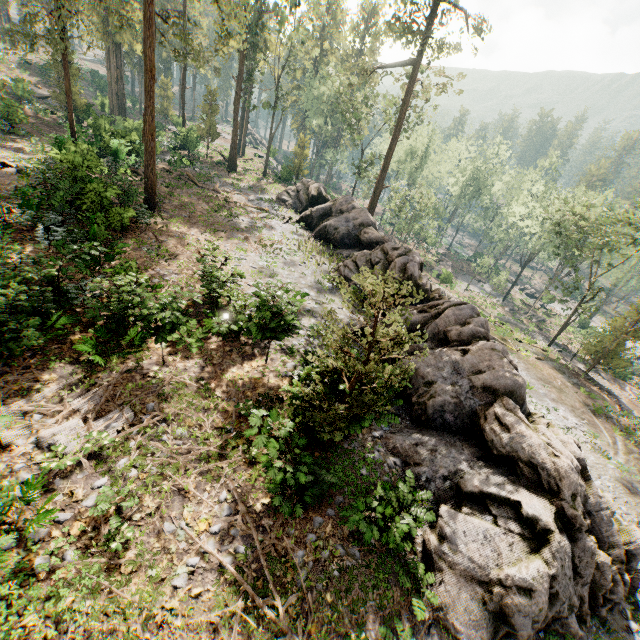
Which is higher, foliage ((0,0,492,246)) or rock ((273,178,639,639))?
foliage ((0,0,492,246))

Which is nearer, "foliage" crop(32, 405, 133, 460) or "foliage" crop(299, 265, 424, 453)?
"foliage" crop(299, 265, 424, 453)

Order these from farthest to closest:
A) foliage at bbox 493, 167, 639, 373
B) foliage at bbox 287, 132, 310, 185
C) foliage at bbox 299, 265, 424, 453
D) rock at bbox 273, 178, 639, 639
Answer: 1. foliage at bbox 287, 132, 310, 185
2. foliage at bbox 493, 167, 639, 373
3. rock at bbox 273, 178, 639, 639
4. foliage at bbox 299, 265, 424, 453

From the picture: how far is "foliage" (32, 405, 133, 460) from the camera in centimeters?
786cm

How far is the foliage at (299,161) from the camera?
40.6m

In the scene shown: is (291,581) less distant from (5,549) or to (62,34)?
(5,549)

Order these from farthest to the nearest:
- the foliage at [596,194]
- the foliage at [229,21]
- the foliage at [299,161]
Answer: the foliage at [299,161]
the foliage at [596,194]
the foliage at [229,21]
